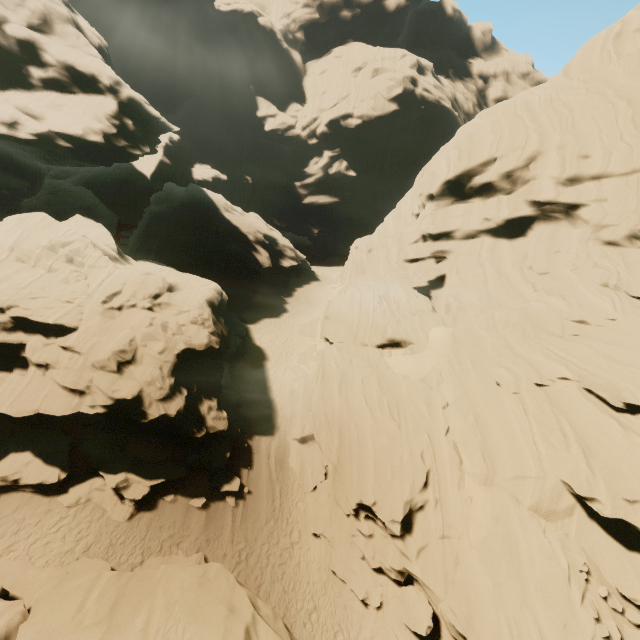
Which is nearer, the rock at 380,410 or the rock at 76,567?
the rock at 76,567

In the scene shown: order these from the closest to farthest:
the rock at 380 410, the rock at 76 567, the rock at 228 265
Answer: the rock at 76 567, the rock at 380 410, the rock at 228 265

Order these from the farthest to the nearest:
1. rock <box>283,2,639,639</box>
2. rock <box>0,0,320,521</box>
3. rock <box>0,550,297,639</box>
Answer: rock <box>0,0,320,521</box> → rock <box>283,2,639,639</box> → rock <box>0,550,297,639</box>

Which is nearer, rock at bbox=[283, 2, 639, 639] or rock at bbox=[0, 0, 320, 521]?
rock at bbox=[283, 2, 639, 639]

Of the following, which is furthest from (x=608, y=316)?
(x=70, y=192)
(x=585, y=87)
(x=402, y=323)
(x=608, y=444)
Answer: (x=70, y=192)
